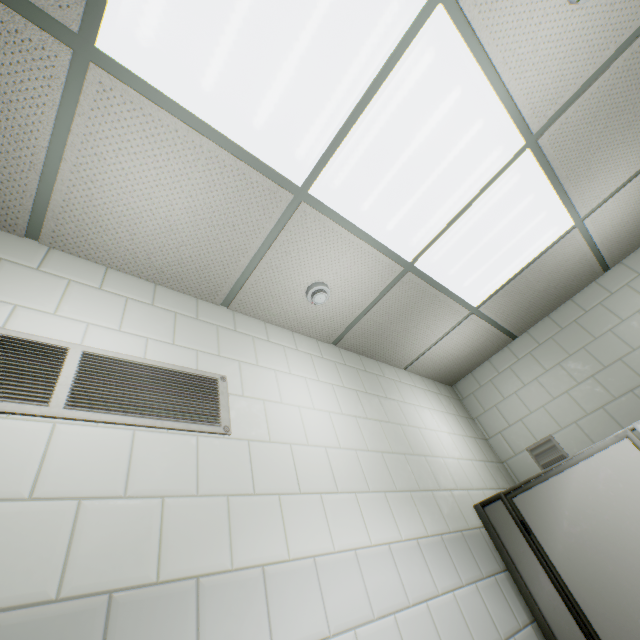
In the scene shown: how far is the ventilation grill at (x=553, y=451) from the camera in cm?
293

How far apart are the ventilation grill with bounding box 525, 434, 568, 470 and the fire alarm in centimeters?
257cm

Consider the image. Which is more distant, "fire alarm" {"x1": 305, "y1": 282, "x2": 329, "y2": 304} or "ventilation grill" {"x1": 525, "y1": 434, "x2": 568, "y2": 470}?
"ventilation grill" {"x1": 525, "y1": 434, "x2": 568, "y2": 470}

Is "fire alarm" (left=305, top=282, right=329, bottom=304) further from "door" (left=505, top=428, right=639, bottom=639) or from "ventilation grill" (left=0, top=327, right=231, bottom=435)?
"door" (left=505, top=428, right=639, bottom=639)

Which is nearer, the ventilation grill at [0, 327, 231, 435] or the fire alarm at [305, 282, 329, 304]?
the ventilation grill at [0, 327, 231, 435]

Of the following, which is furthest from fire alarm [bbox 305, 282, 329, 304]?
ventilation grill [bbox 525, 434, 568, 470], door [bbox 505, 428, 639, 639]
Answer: ventilation grill [bbox 525, 434, 568, 470]

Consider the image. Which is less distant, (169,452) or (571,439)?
(169,452)

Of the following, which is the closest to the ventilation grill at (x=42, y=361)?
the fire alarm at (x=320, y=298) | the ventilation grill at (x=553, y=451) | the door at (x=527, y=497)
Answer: the fire alarm at (x=320, y=298)
